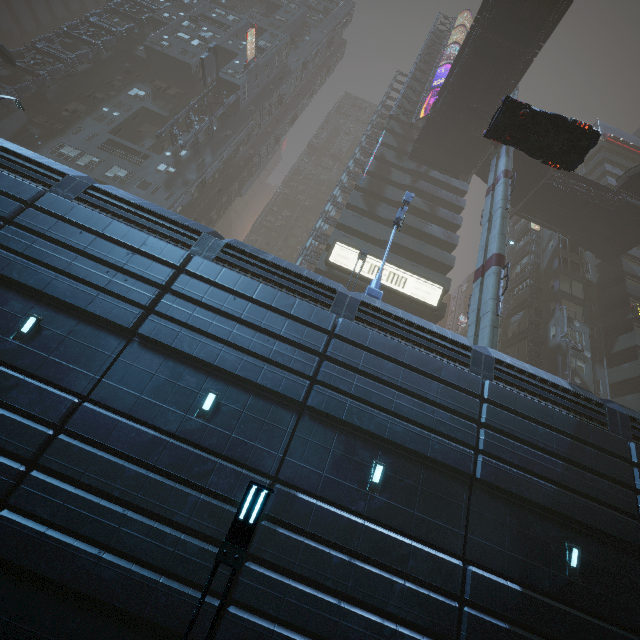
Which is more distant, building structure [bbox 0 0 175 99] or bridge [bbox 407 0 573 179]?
building structure [bbox 0 0 175 99]

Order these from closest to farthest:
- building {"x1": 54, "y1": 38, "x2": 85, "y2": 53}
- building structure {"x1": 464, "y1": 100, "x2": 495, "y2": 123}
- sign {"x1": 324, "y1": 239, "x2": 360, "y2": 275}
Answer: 1. sign {"x1": 324, "y1": 239, "x2": 360, "y2": 275}
2. building structure {"x1": 464, "y1": 100, "x2": 495, "y2": 123}
3. building {"x1": 54, "y1": 38, "x2": 85, "y2": 53}

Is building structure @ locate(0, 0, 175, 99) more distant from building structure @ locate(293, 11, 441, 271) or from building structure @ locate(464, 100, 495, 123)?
building structure @ locate(464, 100, 495, 123)

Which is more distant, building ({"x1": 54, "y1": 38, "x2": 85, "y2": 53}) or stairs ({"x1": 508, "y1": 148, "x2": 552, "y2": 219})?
building ({"x1": 54, "y1": 38, "x2": 85, "y2": 53})

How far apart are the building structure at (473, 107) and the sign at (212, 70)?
26.3 meters

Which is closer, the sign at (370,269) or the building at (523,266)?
the sign at (370,269)

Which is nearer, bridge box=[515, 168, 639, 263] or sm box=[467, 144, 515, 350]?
sm box=[467, 144, 515, 350]

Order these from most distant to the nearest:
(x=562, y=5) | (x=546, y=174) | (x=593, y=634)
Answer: (x=546, y=174)
(x=562, y=5)
(x=593, y=634)
